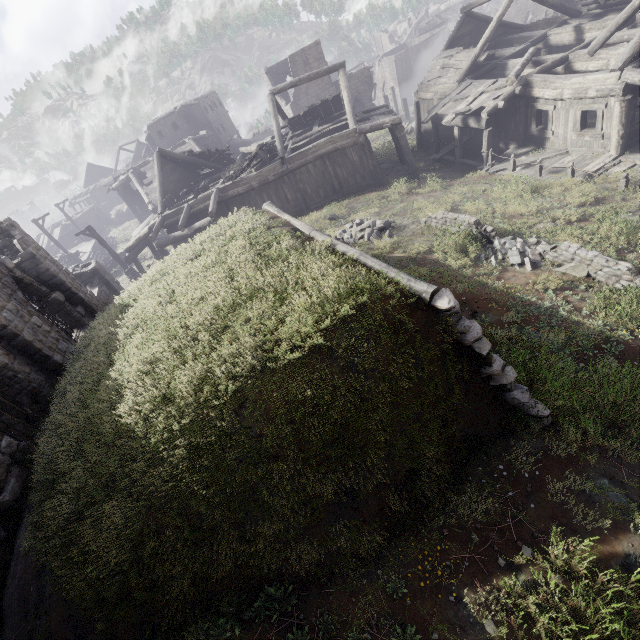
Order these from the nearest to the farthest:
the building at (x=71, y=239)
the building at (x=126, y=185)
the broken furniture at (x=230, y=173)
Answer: the building at (x=126, y=185) → the broken furniture at (x=230, y=173) → the building at (x=71, y=239)

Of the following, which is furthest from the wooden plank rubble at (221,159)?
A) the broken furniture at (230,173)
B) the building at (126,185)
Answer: the broken furniture at (230,173)

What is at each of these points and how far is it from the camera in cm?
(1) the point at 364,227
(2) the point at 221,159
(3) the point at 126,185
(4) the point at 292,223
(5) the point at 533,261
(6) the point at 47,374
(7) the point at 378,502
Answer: (1) rubble, 1352
(2) wooden plank rubble, 2636
(3) building, 3859
(4) shelter, 870
(5) rubble, 960
(6) building, 927
(7) shelter, 462

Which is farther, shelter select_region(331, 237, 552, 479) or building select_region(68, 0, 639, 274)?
building select_region(68, 0, 639, 274)

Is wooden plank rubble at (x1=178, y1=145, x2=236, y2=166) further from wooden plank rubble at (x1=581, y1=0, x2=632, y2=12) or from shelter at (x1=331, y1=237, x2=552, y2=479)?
wooden plank rubble at (x1=581, y1=0, x2=632, y2=12)

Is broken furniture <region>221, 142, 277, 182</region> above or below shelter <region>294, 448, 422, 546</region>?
above

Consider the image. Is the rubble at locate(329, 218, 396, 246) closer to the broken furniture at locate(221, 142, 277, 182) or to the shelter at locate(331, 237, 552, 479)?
the shelter at locate(331, 237, 552, 479)

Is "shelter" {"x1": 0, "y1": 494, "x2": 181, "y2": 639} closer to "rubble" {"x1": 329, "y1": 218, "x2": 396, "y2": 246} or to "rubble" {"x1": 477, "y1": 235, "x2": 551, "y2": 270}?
"rubble" {"x1": 329, "y1": 218, "x2": 396, "y2": 246}
